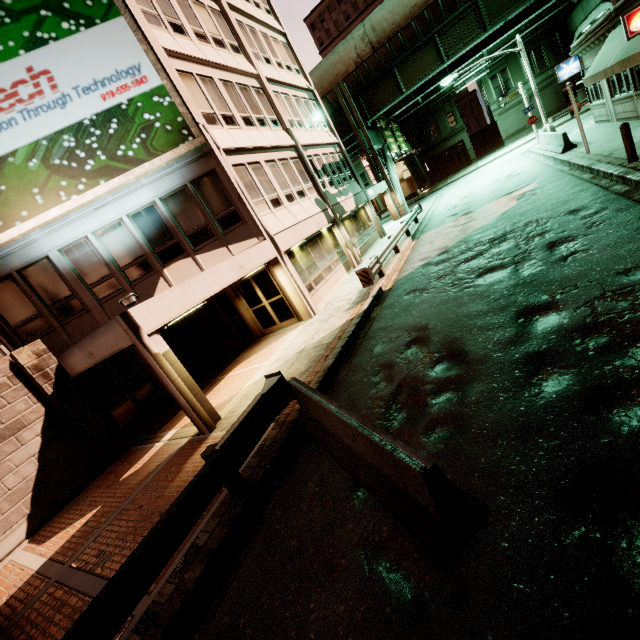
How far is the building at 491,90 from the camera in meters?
38.2 m

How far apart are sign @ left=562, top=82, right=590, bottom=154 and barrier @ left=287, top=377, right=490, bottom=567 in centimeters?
1643cm

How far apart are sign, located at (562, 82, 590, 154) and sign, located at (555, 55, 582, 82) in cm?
884

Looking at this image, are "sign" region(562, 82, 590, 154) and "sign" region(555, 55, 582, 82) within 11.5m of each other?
yes

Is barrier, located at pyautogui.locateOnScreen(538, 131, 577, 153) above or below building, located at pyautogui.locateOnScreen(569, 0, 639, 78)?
below

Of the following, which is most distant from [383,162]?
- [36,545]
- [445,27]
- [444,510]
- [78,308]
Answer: [36,545]

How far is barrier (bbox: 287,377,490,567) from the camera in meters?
3.0

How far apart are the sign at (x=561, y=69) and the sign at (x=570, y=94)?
8.84m
